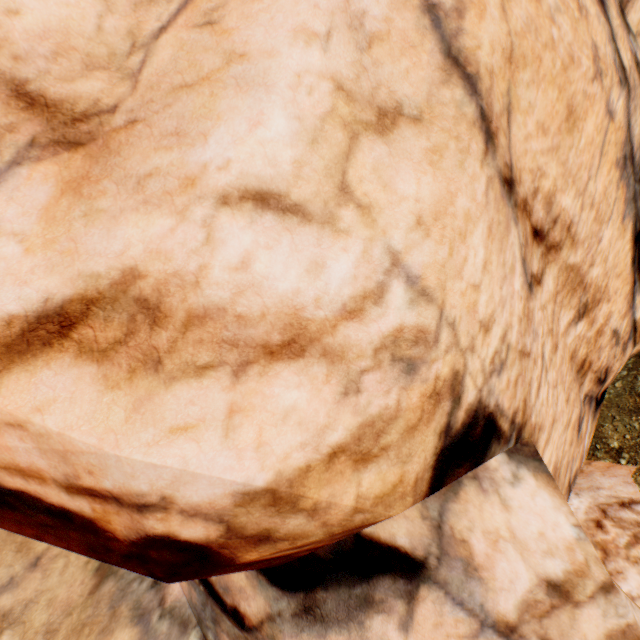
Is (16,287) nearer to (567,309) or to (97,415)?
(97,415)
